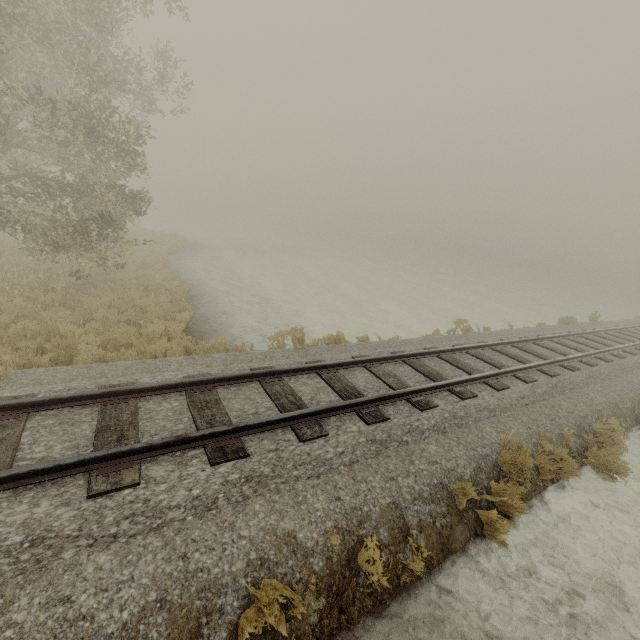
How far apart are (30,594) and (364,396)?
5.3m
